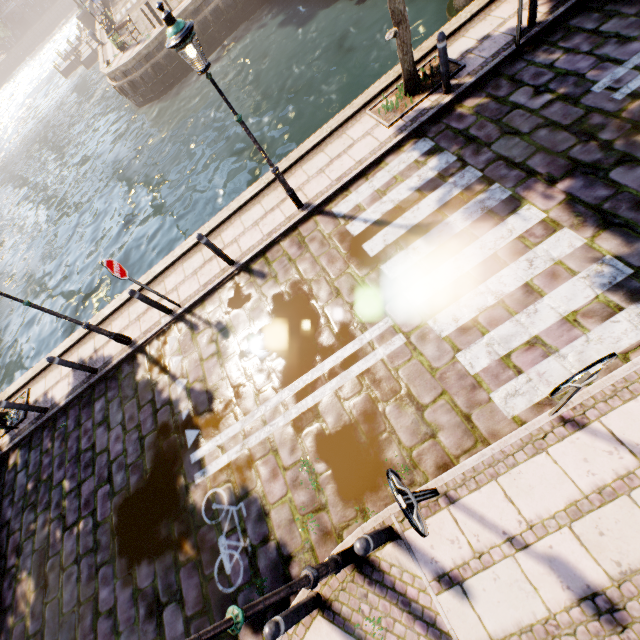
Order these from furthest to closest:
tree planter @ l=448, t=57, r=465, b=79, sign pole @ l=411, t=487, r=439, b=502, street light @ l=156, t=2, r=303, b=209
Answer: tree planter @ l=448, t=57, r=465, b=79, street light @ l=156, t=2, r=303, b=209, sign pole @ l=411, t=487, r=439, b=502

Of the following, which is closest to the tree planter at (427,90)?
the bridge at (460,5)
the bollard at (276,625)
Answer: the bridge at (460,5)

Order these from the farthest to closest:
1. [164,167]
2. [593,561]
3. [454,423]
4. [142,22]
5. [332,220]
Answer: [142,22]
[164,167]
[332,220]
[454,423]
[593,561]

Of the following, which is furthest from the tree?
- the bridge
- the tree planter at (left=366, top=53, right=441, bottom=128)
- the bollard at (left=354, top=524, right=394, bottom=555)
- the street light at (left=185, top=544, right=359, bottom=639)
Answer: the bollard at (left=354, top=524, right=394, bottom=555)

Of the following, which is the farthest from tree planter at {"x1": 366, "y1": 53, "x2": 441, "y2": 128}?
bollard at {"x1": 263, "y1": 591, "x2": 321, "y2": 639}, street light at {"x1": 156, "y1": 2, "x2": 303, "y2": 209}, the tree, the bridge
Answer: bollard at {"x1": 263, "y1": 591, "x2": 321, "y2": 639}

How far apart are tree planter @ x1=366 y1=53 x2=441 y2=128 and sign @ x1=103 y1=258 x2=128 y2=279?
6.5m

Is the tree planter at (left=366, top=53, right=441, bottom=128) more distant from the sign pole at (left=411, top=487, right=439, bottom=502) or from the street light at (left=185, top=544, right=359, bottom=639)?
the street light at (left=185, top=544, right=359, bottom=639)

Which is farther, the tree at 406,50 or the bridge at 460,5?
the bridge at 460,5
